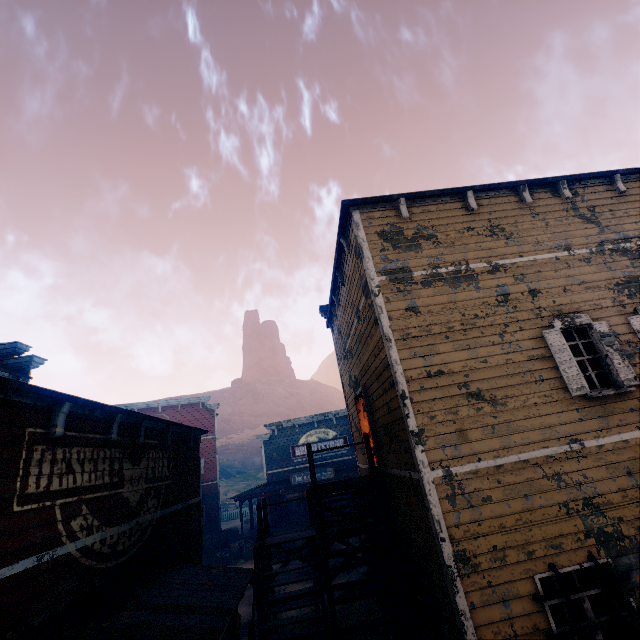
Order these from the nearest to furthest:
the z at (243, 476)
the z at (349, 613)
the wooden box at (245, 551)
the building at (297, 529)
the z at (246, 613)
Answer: the building at (297, 529), the z at (349, 613), the z at (246, 613), the wooden box at (245, 551), the z at (243, 476)

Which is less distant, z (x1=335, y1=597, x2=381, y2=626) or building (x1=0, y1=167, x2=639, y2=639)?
building (x1=0, y1=167, x2=639, y2=639)

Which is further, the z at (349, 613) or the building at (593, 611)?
the z at (349, 613)

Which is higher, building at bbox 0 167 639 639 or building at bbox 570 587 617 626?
building at bbox 0 167 639 639

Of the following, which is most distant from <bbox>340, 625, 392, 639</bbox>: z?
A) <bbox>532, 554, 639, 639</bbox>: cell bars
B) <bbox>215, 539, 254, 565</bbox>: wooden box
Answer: <bbox>532, 554, 639, 639</bbox>: cell bars

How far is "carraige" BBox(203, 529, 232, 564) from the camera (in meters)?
22.61

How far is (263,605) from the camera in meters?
8.5 m

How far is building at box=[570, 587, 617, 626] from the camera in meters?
4.9
